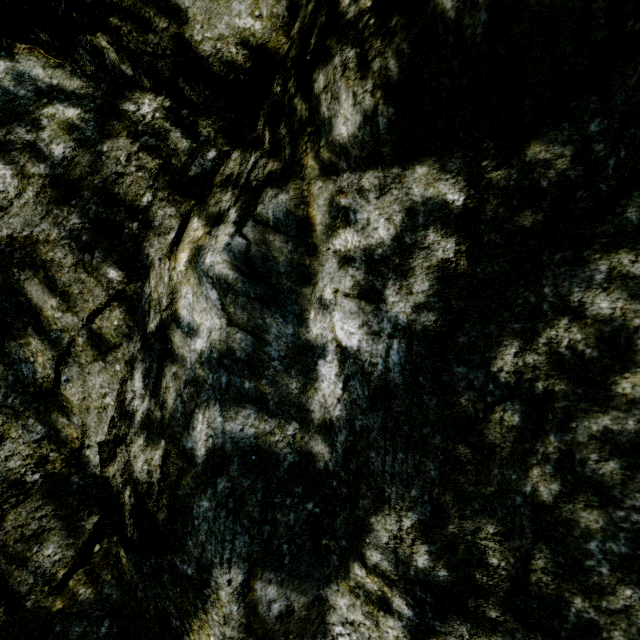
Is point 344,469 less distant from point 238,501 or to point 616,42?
point 238,501
